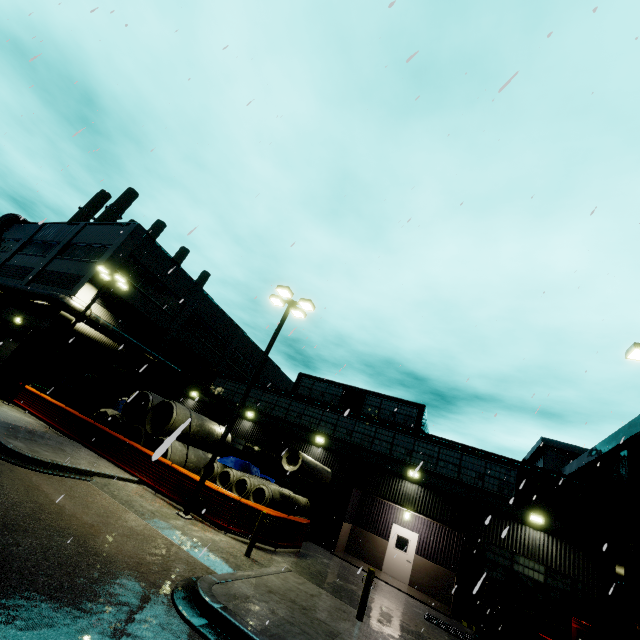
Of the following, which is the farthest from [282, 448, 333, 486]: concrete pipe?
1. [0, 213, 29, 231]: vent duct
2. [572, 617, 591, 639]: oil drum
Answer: [572, 617, 591, 639]: oil drum

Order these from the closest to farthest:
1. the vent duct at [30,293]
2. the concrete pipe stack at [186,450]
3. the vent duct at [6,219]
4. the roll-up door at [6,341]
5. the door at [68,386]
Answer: the concrete pipe stack at [186,450], the vent duct at [30,293], the roll-up door at [6,341], the door at [68,386], the vent duct at [6,219]

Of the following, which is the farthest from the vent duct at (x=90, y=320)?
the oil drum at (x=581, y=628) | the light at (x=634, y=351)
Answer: the oil drum at (x=581, y=628)

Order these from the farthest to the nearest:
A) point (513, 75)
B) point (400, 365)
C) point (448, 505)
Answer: point (448, 505)
point (400, 365)
point (513, 75)

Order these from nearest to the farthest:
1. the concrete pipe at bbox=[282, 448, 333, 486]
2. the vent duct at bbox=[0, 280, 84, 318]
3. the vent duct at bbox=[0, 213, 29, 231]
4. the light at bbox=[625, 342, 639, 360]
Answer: the light at bbox=[625, 342, 639, 360], the concrete pipe at bbox=[282, 448, 333, 486], the vent duct at bbox=[0, 280, 84, 318], the vent duct at bbox=[0, 213, 29, 231]

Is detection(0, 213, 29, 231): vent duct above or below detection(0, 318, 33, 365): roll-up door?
above

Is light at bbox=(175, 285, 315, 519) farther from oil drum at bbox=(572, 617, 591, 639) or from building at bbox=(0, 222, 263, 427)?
oil drum at bbox=(572, 617, 591, 639)

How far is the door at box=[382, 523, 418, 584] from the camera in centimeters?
1775cm
